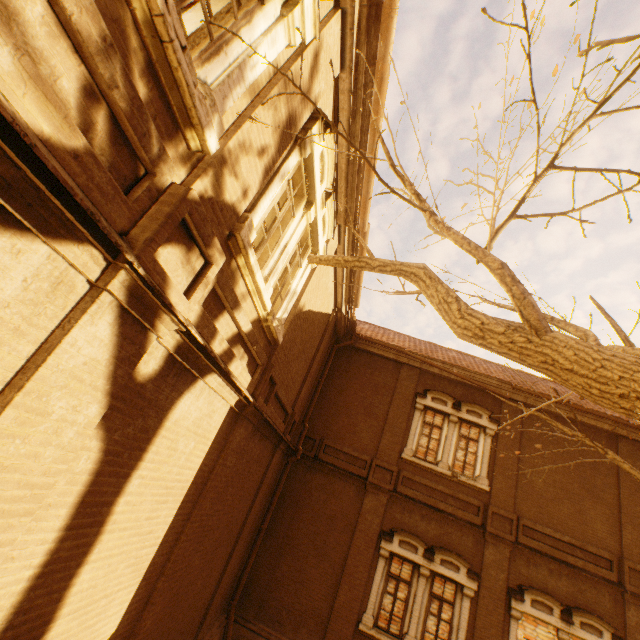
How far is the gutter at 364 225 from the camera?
6.5 meters

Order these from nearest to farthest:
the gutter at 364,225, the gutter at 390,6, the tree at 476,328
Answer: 1. the tree at 476,328
2. the gutter at 390,6
3. the gutter at 364,225

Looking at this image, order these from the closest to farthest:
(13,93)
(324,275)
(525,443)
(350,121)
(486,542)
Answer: (13,93) < (350,121) < (324,275) < (486,542) < (525,443)

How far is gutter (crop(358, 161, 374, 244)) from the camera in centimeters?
650cm

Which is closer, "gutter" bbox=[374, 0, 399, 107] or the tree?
the tree

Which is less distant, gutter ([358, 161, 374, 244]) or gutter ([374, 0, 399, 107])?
gutter ([374, 0, 399, 107])

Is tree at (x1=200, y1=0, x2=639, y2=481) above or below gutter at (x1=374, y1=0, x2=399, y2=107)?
below
